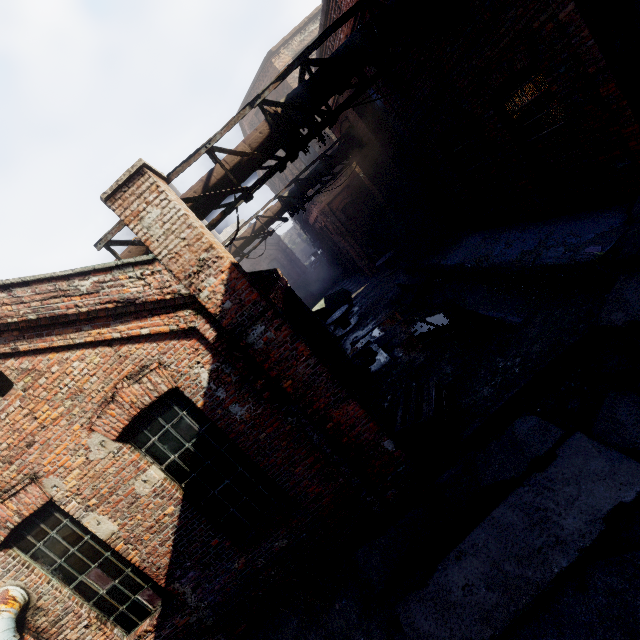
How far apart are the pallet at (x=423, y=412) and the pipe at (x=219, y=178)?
4.96m

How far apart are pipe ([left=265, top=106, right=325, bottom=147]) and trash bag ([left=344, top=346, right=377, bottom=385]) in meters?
7.0 m

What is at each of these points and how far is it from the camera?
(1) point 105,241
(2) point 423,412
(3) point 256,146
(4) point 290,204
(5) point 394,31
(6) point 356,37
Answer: (1) scaffolding, 5.34m
(2) pallet, 5.96m
(3) pipe, 5.72m
(4) pipe, 12.95m
(5) pipe, 5.61m
(6) pipe, 5.53m

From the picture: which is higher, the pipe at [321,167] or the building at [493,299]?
the pipe at [321,167]

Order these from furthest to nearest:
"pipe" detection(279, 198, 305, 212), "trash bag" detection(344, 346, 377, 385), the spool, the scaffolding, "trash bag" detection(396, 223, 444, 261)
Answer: the spool
"pipe" detection(279, 198, 305, 212)
"trash bag" detection(396, 223, 444, 261)
"trash bag" detection(344, 346, 377, 385)
the scaffolding

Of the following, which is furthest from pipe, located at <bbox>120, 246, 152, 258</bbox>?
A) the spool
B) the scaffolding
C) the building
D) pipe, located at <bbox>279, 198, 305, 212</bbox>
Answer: the spool

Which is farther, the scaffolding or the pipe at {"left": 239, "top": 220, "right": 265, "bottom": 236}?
the pipe at {"left": 239, "top": 220, "right": 265, "bottom": 236}

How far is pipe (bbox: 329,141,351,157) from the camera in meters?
12.7 m
